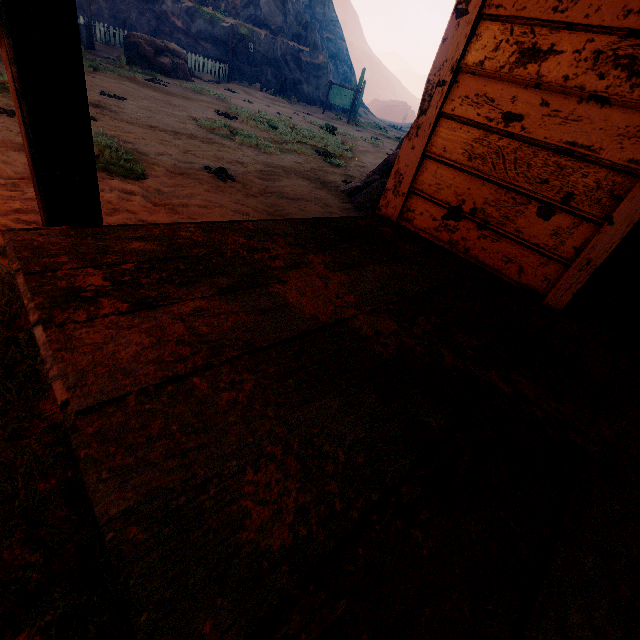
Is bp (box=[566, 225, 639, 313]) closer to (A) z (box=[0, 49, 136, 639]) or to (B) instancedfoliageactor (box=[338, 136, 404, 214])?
(A) z (box=[0, 49, 136, 639])

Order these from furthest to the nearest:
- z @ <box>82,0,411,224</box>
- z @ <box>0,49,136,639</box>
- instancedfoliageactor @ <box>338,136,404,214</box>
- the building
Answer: instancedfoliageactor @ <box>338,136,404,214</box>
z @ <box>82,0,411,224</box>
z @ <box>0,49,136,639</box>
the building

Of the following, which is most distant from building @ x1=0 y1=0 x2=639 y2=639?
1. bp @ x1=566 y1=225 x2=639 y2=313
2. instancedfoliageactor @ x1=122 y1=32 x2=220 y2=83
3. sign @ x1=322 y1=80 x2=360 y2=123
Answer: sign @ x1=322 y1=80 x2=360 y2=123

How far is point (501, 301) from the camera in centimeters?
149cm

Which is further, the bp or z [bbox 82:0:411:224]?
z [bbox 82:0:411:224]

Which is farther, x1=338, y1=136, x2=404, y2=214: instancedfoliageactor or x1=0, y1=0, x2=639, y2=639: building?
x1=338, y1=136, x2=404, y2=214: instancedfoliageactor

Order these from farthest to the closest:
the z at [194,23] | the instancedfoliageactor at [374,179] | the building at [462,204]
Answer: the instancedfoliageactor at [374,179], the z at [194,23], the building at [462,204]

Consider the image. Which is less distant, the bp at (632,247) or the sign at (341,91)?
the bp at (632,247)
